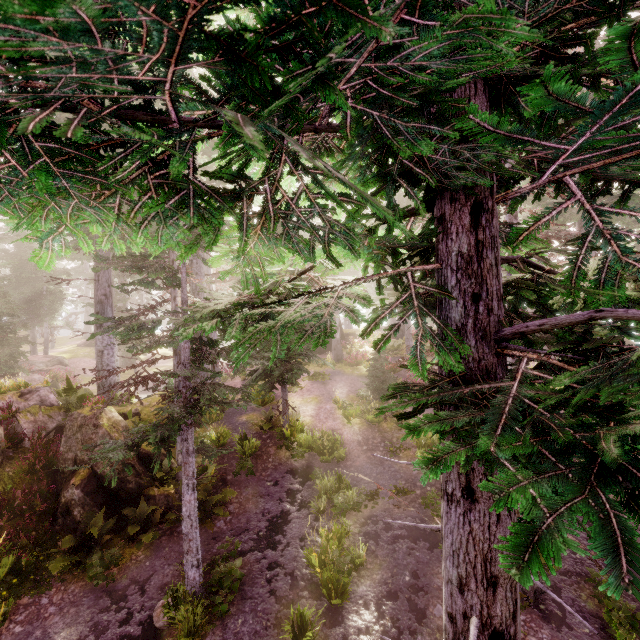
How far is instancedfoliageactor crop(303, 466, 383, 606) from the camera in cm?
809

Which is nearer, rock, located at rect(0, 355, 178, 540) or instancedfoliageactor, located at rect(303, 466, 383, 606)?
instancedfoliageactor, located at rect(303, 466, 383, 606)

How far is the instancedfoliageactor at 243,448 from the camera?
12.7m

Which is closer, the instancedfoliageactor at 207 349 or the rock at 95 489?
the instancedfoliageactor at 207 349

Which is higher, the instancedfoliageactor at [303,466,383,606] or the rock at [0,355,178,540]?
the rock at [0,355,178,540]

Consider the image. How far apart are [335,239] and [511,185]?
2.2m
